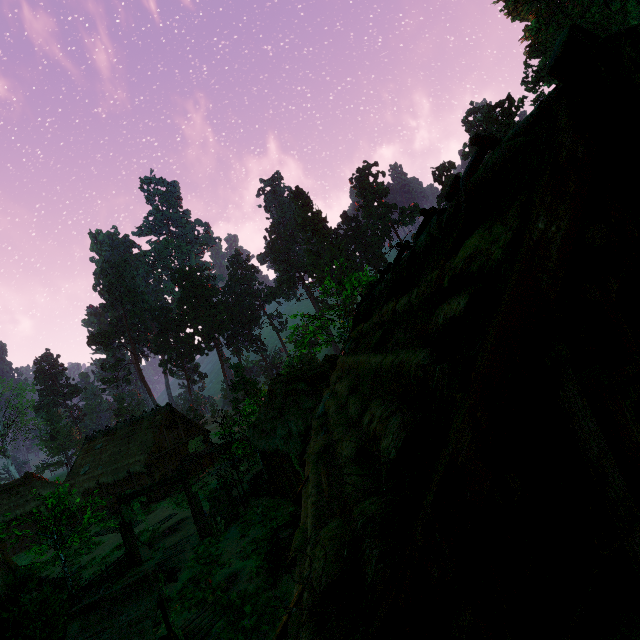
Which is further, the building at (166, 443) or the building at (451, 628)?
the building at (166, 443)

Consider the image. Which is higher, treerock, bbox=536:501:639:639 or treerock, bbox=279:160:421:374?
treerock, bbox=279:160:421:374

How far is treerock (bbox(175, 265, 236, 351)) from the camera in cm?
5691

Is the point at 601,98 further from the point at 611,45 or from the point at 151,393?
the point at 151,393

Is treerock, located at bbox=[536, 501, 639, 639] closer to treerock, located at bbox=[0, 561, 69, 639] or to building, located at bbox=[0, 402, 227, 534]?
building, located at bbox=[0, 402, 227, 534]

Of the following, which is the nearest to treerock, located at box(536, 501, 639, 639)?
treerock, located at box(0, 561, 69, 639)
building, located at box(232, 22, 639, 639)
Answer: building, located at box(232, 22, 639, 639)

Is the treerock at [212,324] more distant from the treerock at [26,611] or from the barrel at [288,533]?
the barrel at [288,533]

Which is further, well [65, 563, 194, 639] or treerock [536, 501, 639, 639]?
well [65, 563, 194, 639]
